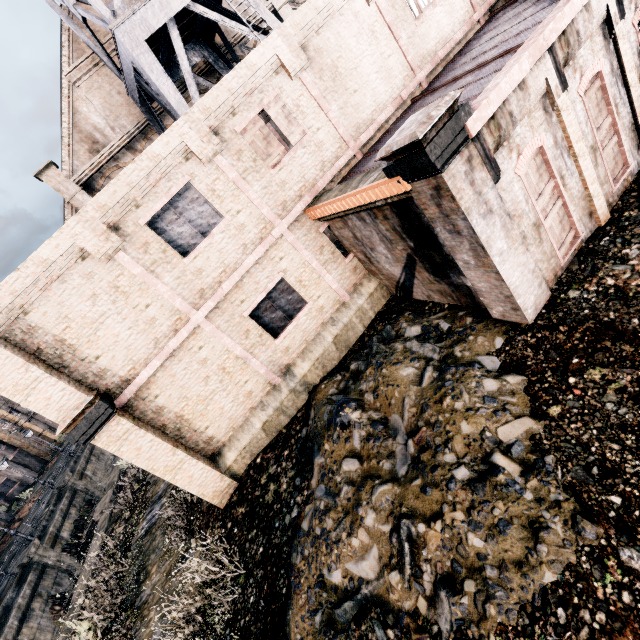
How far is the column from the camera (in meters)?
23.11

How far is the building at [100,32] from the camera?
19.2m

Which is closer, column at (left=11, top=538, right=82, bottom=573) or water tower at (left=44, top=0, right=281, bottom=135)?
water tower at (left=44, top=0, right=281, bottom=135)

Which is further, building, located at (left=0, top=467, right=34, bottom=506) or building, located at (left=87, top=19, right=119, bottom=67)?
building, located at (left=0, top=467, right=34, bottom=506)

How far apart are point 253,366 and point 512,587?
9.61m

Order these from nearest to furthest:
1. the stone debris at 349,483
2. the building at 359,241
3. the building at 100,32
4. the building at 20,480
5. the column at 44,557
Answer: the stone debris at 349,483, the building at 359,241, the building at 100,32, the column at 44,557, the building at 20,480

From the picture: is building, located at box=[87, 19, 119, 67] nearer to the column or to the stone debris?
the stone debris

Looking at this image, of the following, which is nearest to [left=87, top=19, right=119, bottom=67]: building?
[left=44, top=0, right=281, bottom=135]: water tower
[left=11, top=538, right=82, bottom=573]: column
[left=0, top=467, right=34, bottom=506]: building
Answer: [left=44, top=0, right=281, bottom=135]: water tower
